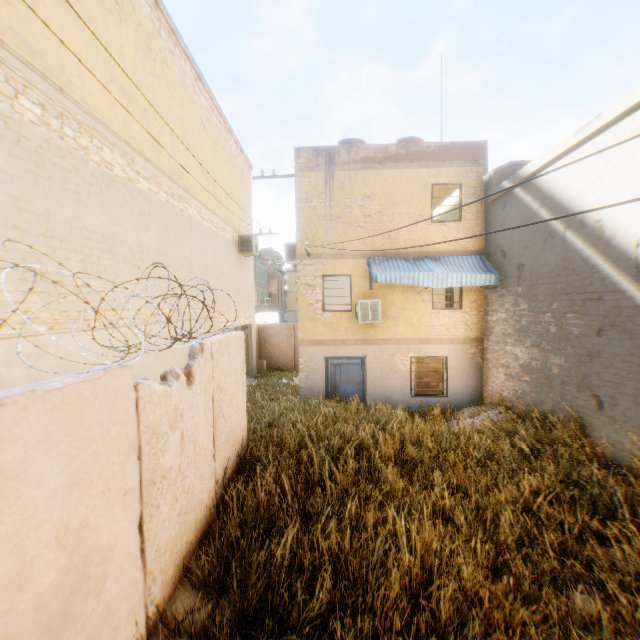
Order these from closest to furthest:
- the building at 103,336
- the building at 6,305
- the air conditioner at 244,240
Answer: the building at 6,305 < the building at 103,336 < the air conditioner at 244,240

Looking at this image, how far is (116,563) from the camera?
2.9 meters

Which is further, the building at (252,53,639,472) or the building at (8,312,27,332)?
the building at (252,53,639,472)

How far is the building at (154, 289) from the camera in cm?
677

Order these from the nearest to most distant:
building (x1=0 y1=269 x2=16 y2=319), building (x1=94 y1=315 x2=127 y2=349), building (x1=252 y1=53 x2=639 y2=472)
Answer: building (x1=0 y1=269 x2=16 y2=319) → building (x1=94 y1=315 x2=127 y2=349) → building (x1=252 y1=53 x2=639 y2=472)

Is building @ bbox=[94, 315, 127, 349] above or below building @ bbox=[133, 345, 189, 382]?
above

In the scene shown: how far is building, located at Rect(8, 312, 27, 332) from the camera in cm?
398
